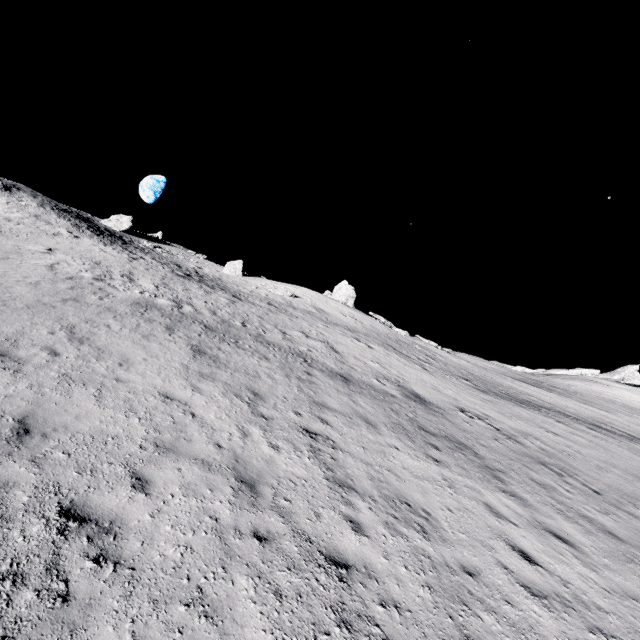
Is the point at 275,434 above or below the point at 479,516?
above

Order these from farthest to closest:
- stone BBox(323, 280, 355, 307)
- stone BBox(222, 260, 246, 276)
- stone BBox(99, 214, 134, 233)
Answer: stone BBox(222, 260, 246, 276) < stone BBox(323, 280, 355, 307) < stone BBox(99, 214, 134, 233)

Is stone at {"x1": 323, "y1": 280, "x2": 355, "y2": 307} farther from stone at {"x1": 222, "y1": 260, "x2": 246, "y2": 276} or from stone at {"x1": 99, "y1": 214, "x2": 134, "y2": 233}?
stone at {"x1": 99, "y1": 214, "x2": 134, "y2": 233}

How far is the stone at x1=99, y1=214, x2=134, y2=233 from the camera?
40.1m

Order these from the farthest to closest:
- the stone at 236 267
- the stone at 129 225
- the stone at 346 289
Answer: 1. the stone at 236 267
2. the stone at 346 289
3. the stone at 129 225

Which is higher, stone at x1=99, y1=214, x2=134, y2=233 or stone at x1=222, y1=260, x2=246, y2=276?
stone at x1=99, y1=214, x2=134, y2=233

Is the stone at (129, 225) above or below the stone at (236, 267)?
above

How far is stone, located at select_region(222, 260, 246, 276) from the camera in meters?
44.4
